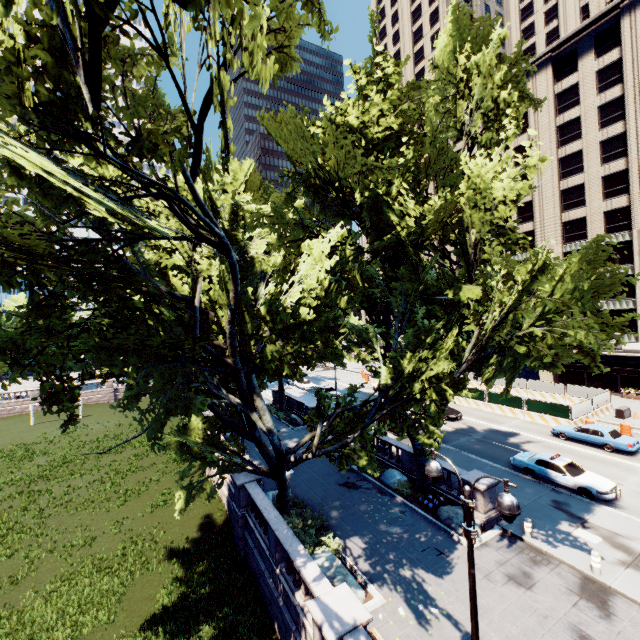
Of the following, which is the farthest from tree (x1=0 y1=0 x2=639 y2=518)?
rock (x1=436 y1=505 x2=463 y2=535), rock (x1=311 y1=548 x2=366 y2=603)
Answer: rock (x1=311 y1=548 x2=366 y2=603)

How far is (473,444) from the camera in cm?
2638

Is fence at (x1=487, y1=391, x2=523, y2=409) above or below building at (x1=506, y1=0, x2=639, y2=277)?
below

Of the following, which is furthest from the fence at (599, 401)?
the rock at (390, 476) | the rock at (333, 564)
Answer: the rock at (333, 564)

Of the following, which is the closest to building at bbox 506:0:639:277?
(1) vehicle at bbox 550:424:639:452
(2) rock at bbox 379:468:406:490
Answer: (1) vehicle at bbox 550:424:639:452

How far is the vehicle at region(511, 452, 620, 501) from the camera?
17.6 meters

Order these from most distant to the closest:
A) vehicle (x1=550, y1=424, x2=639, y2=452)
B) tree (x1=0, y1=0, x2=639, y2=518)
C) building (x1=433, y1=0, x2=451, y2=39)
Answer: building (x1=433, y1=0, x2=451, y2=39)
vehicle (x1=550, y1=424, x2=639, y2=452)
tree (x1=0, y1=0, x2=639, y2=518)

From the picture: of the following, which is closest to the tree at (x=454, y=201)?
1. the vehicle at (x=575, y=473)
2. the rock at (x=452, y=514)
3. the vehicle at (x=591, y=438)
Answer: the rock at (x=452, y=514)
